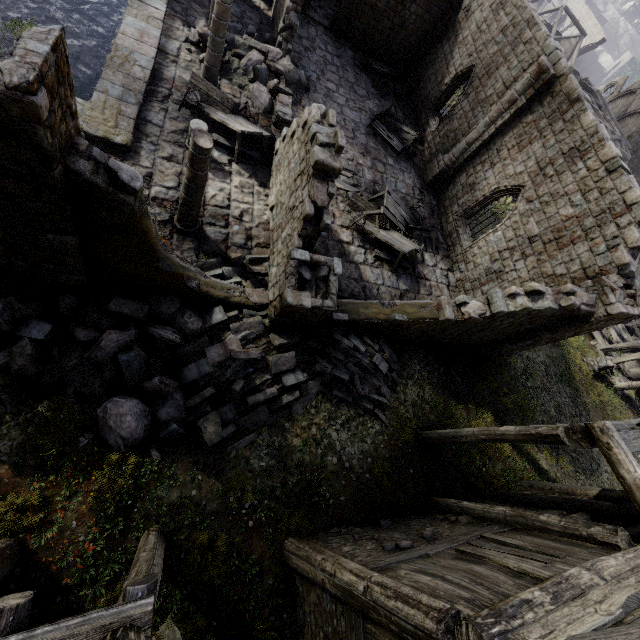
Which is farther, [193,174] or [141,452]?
[193,174]

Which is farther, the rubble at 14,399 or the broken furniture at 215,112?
the broken furniture at 215,112

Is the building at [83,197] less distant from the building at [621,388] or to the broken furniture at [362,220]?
the broken furniture at [362,220]

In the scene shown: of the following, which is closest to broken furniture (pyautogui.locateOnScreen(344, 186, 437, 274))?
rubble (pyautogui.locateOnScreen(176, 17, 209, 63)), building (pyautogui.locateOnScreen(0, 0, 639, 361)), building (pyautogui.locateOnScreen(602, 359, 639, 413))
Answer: building (pyautogui.locateOnScreen(0, 0, 639, 361))

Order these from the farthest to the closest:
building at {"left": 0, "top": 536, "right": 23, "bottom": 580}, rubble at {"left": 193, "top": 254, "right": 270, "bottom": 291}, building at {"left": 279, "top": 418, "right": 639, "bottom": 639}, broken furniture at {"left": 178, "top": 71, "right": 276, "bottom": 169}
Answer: broken furniture at {"left": 178, "top": 71, "right": 276, "bottom": 169} → rubble at {"left": 193, "top": 254, "right": 270, "bottom": 291} → building at {"left": 0, "top": 536, "right": 23, "bottom": 580} → building at {"left": 279, "top": 418, "right": 639, "bottom": 639}

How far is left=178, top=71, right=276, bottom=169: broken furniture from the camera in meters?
11.5 m

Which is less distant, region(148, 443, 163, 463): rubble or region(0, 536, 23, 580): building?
region(0, 536, 23, 580): building

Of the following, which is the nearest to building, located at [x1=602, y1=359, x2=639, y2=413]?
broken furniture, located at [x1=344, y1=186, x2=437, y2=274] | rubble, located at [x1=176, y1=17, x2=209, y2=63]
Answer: broken furniture, located at [x1=344, y1=186, x2=437, y2=274]
